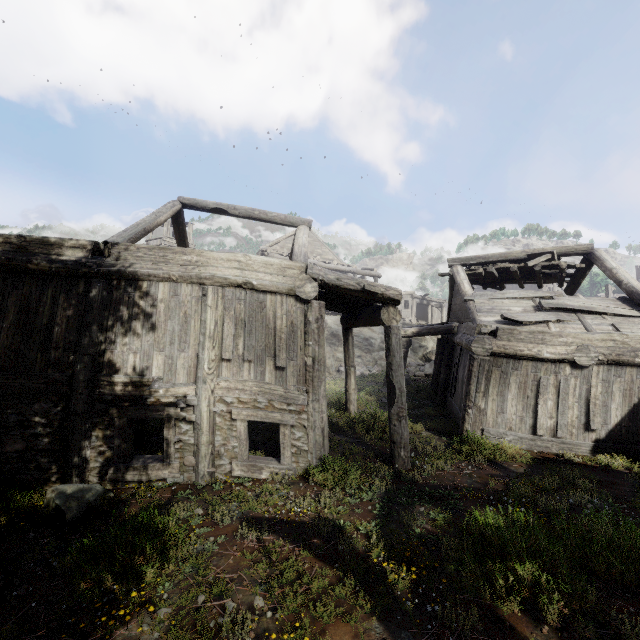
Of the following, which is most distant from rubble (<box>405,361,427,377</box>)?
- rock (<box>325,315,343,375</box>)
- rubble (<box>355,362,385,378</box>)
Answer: rock (<box>325,315,343,375</box>)

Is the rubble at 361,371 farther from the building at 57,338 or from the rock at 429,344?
→ the building at 57,338

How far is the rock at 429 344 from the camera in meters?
29.3

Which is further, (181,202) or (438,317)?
(438,317)

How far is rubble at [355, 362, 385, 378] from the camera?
21.2 meters

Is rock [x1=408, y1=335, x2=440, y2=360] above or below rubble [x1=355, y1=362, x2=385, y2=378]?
above

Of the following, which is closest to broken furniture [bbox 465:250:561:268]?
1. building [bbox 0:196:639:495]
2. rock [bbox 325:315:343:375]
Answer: building [bbox 0:196:639:495]

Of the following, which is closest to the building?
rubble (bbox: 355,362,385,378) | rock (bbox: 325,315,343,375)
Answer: rock (bbox: 325,315,343,375)
